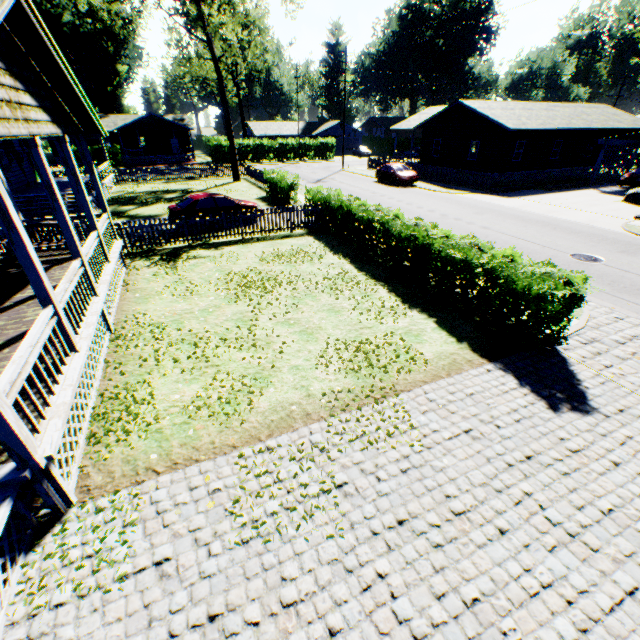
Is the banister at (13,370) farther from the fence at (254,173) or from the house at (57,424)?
the fence at (254,173)

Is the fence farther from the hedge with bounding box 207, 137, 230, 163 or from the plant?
the plant

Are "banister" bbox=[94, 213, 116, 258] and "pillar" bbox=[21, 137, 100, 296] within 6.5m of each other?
yes

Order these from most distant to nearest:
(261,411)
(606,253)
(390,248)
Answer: (606,253)
(390,248)
(261,411)

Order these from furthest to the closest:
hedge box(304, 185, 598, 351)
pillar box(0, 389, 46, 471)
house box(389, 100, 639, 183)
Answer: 1. house box(389, 100, 639, 183)
2. hedge box(304, 185, 598, 351)
3. pillar box(0, 389, 46, 471)

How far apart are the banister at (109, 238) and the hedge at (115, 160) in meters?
41.1 m

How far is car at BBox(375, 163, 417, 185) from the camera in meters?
28.7

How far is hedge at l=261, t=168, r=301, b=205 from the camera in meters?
21.3
